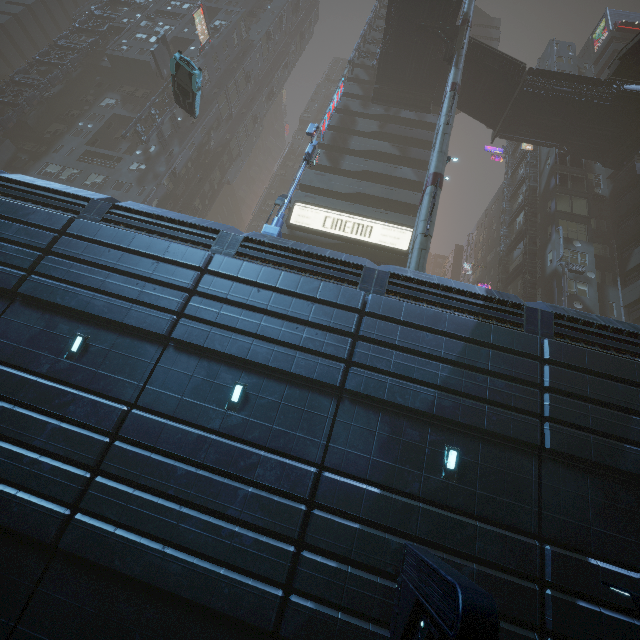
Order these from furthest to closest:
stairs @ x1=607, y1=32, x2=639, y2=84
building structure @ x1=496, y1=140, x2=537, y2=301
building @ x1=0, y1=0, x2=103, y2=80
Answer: building @ x1=0, y1=0, x2=103, y2=80, building structure @ x1=496, y1=140, x2=537, y2=301, stairs @ x1=607, y1=32, x2=639, y2=84

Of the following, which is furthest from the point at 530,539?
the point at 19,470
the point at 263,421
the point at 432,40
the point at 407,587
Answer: the point at 432,40

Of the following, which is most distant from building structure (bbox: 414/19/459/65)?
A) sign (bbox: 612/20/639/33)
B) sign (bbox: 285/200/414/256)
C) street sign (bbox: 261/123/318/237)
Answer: sign (bbox: 612/20/639/33)

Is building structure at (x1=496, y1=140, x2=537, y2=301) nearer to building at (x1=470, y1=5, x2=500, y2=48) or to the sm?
building at (x1=470, y1=5, x2=500, y2=48)

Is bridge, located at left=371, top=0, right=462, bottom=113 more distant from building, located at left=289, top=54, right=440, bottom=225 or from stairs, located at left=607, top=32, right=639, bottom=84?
building, located at left=289, top=54, right=440, bottom=225

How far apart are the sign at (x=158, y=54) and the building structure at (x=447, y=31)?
26.3m

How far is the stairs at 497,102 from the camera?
26.6m

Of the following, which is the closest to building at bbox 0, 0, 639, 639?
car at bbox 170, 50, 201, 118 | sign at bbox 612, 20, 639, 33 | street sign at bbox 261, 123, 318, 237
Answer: sign at bbox 612, 20, 639, 33
